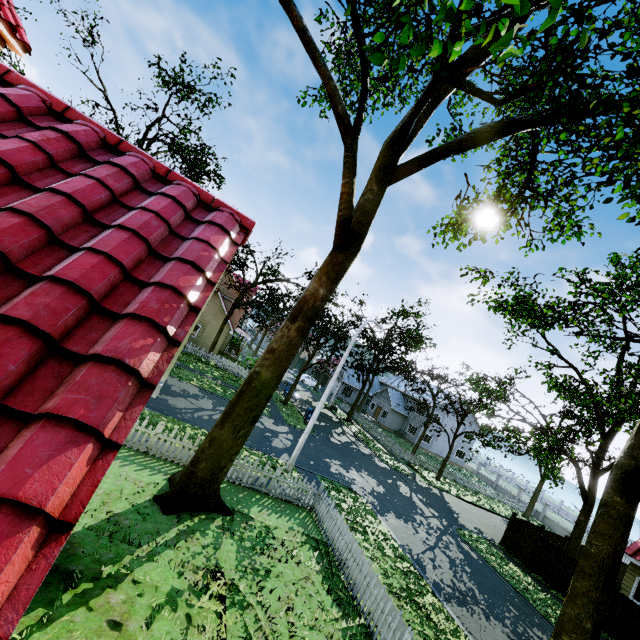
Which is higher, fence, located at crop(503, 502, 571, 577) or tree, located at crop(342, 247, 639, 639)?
tree, located at crop(342, 247, 639, 639)

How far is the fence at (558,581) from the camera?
17.52m

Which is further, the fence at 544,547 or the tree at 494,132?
the fence at 544,547

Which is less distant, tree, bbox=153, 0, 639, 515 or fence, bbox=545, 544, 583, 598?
tree, bbox=153, 0, 639, 515

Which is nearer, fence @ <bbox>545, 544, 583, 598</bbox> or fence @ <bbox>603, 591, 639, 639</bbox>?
fence @ <bbox>603, 591, 639, 639</bbox>

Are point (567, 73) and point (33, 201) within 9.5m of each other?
yes

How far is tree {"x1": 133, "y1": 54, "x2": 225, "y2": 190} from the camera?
23.4 meters
